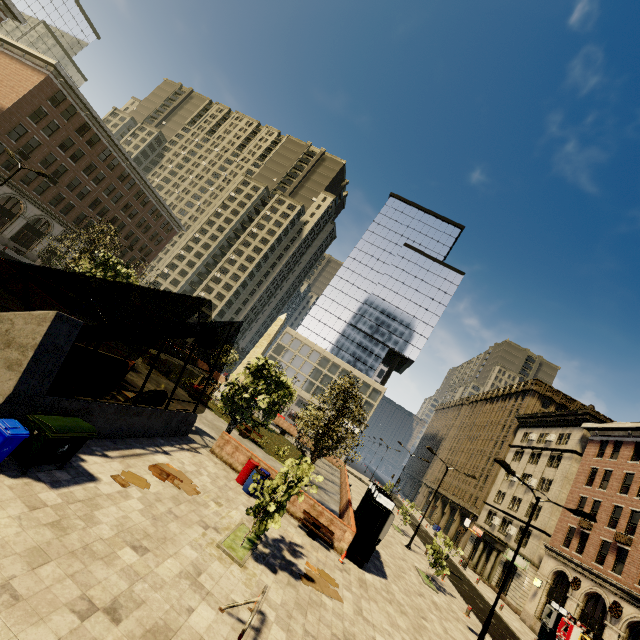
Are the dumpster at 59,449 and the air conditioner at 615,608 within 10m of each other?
no

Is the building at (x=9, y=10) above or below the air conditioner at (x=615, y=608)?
above

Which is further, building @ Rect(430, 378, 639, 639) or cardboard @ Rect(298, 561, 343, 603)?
building @ Rect(430, 378, 639, 639)

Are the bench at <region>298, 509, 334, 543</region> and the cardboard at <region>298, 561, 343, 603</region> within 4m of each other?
yes

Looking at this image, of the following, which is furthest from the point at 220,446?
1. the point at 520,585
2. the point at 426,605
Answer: the point at 520,585

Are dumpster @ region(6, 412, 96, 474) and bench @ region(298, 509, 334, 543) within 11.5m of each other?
yes

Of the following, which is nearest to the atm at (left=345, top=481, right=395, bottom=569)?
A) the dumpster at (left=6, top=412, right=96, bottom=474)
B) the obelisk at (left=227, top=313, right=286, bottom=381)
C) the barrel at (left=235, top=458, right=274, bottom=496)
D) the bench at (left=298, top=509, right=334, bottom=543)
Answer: the bench at (left=298, top=509, right=334, bottom=543)

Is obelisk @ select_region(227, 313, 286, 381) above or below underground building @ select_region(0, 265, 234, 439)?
above
